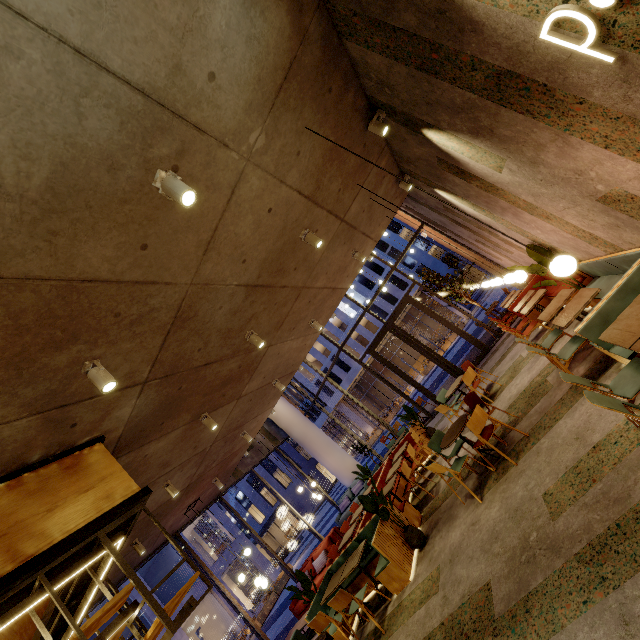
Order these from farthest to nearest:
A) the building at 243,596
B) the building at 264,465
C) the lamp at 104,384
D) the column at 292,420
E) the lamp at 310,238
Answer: the building at 264,465 → the building at 243,596 → the column at 292,420 → the lamp at 310,238 → the lamp at 104,384

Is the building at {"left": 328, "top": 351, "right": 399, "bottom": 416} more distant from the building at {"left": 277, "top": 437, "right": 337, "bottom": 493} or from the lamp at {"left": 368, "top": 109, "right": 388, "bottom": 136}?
the lamp at {"left": 368, "top": 109, "right": 388, "bottom": 136}

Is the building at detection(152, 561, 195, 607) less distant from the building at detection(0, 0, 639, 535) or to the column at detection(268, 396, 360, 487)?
the building at detection(0, 0, 639, 535)

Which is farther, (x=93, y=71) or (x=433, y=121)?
(x=433, y=121)

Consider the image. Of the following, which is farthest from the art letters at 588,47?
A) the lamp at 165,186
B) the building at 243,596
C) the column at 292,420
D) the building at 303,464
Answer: the building at 303,464

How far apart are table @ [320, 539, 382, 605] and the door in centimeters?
724cm

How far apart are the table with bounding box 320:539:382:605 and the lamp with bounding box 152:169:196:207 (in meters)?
6.34

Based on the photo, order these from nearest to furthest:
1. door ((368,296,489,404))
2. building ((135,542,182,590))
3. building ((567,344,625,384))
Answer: building ((567,344,625,384)), door ((368,296,489,404)), building ((135,542,182,590))
